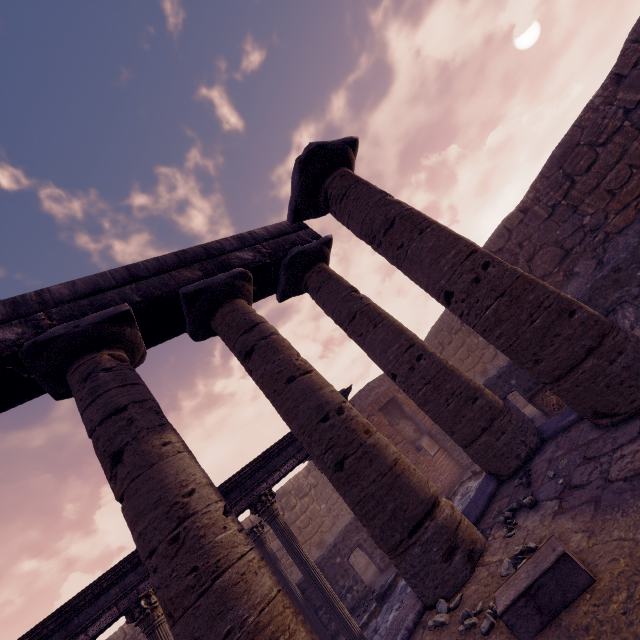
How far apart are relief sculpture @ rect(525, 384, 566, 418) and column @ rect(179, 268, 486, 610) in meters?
6.1 m

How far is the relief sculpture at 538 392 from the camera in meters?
8.9 m

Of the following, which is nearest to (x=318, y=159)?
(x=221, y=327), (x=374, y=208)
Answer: (x=374, y=208)

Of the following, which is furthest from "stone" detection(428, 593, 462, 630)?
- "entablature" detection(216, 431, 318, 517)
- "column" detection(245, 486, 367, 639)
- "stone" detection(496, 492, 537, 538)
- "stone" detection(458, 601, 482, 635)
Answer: "entablature" detection(216, 431, 318, 517)

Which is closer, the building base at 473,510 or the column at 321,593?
the building base at 473,510

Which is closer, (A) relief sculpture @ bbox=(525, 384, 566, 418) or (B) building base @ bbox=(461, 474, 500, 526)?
(B) building base @ bbox=(461, 474, 500, 526)

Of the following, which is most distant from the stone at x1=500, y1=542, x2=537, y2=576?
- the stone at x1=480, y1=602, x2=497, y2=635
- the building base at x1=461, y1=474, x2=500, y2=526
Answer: the building base at x1=461, y1=474, x2=500, y2=526

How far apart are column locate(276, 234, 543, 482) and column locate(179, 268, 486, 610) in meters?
0.8 m
